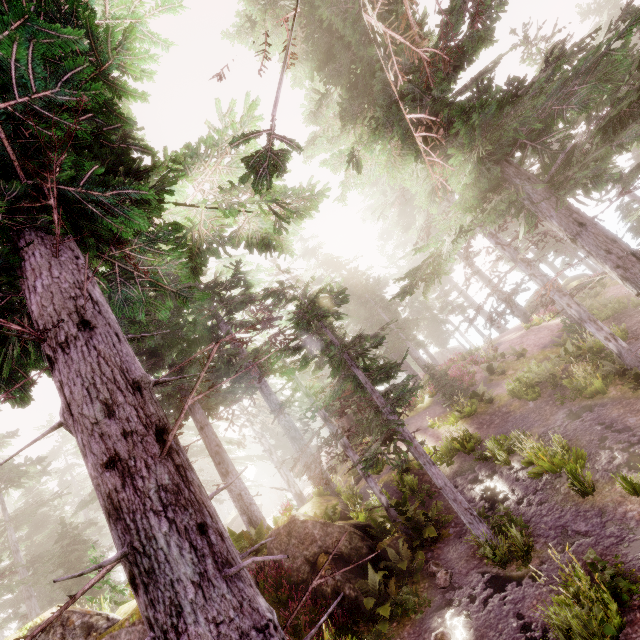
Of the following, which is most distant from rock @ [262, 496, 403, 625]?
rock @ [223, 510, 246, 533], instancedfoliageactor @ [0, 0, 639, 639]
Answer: rock @ [223, 510, 246, 533]

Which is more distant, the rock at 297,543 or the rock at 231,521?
the rock at 231,521

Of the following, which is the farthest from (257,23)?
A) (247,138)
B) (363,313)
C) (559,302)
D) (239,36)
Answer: (363,313)

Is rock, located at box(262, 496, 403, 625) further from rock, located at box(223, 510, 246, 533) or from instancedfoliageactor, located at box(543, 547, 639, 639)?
rock, located at box(223, 510, 246, 533)

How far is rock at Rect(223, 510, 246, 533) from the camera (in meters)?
37.62

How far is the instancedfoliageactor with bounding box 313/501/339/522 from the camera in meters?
12.8 m

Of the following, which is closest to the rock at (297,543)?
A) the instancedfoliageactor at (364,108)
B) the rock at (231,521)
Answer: the instancedfoliageactor at (364,108)
